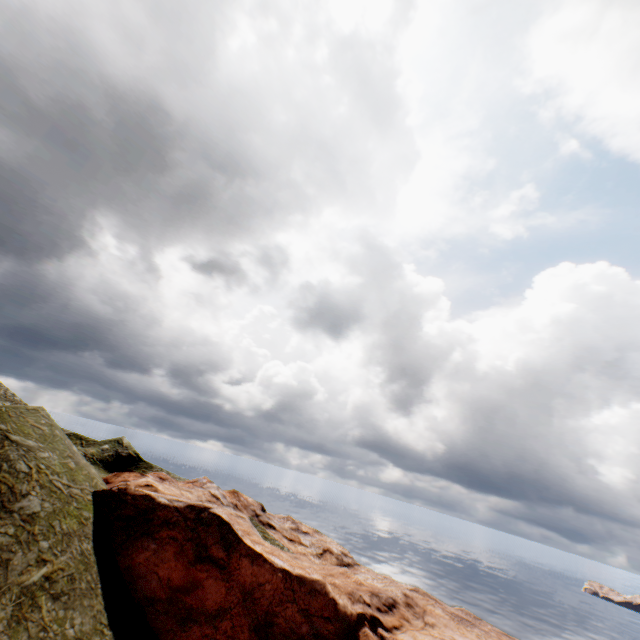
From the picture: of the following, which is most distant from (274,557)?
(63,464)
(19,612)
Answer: (63,464)
